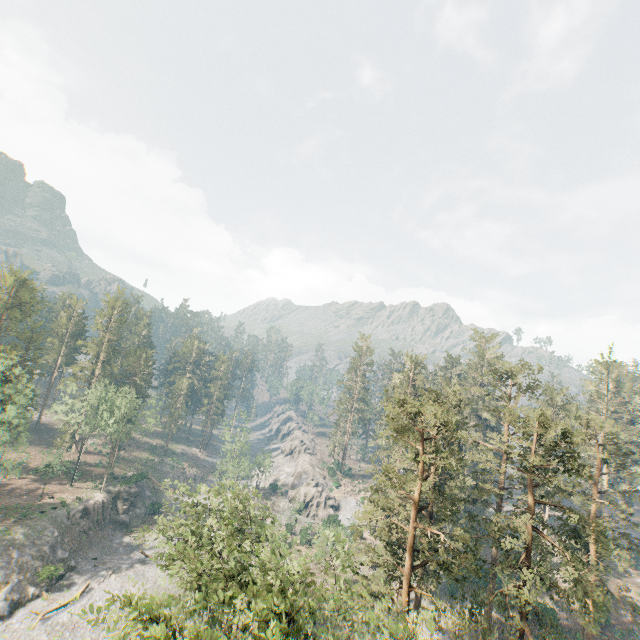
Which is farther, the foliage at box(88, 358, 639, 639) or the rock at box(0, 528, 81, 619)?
the rock at box(0, 528, 81, 619)

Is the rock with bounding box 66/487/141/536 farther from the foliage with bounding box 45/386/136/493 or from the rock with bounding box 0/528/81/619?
the foliage with bounding box 45/386/136/493

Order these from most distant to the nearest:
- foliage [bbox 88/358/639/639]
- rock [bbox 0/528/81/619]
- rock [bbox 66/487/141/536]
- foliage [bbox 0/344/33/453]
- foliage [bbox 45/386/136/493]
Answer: foliage [bbox 45/386/136/493] → rock [bbox 66/487/141/536] → foliage [bbox 0/344/33/453] → rock [bbox 0/528/81/619] → foliage [bbox 88/358/639/639]

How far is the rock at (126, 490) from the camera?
50.1 meters

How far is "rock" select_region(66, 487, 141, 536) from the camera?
50.1m

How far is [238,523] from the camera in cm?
3809

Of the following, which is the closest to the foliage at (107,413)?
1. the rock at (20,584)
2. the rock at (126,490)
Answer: the rock at (20,584)
